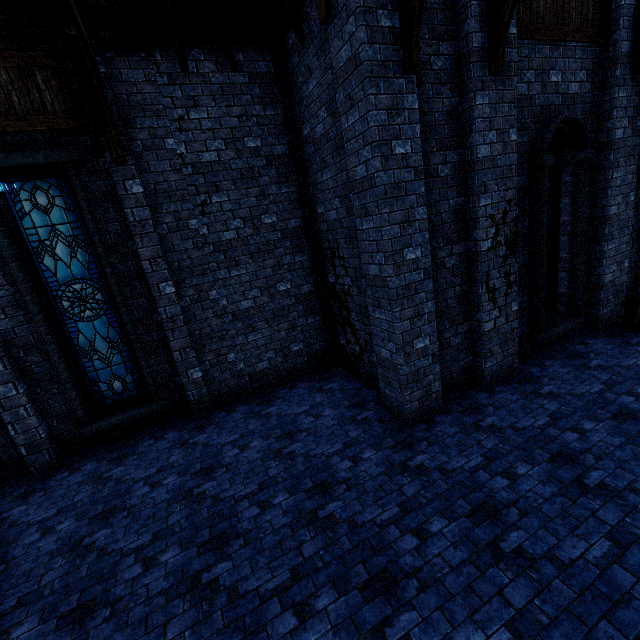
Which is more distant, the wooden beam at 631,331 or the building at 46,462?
the wooden beam at 631,331

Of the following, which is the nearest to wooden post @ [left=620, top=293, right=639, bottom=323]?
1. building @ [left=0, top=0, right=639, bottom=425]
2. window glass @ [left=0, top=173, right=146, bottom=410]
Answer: building @ [left=0, top=0, right=639, bottom=425]

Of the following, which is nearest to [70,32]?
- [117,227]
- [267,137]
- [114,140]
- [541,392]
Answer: [114,140]

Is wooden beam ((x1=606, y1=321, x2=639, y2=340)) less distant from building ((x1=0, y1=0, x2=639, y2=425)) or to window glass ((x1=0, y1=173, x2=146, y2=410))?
building ((x1=0, y1=0, x2=639, y2=425))

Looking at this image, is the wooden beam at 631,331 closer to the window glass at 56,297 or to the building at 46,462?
the building at 46,462

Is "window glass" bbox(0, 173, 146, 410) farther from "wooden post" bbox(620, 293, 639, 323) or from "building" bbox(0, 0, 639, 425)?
"wooden post" bbox(620, 293, 639, 323)

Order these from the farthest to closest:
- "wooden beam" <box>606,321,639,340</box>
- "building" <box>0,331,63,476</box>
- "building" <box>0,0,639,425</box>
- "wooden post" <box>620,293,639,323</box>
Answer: "wooden post" <box>620,293,639,323</box> → "wooden beam" <box>606,321,639,340</box> → "building" <box>0,331,63,476</box> → "building" <box>0,0,639,425</box>

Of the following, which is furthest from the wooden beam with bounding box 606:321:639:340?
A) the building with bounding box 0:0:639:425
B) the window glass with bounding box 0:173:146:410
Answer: the window glass with bounding box 0:173:146:410
